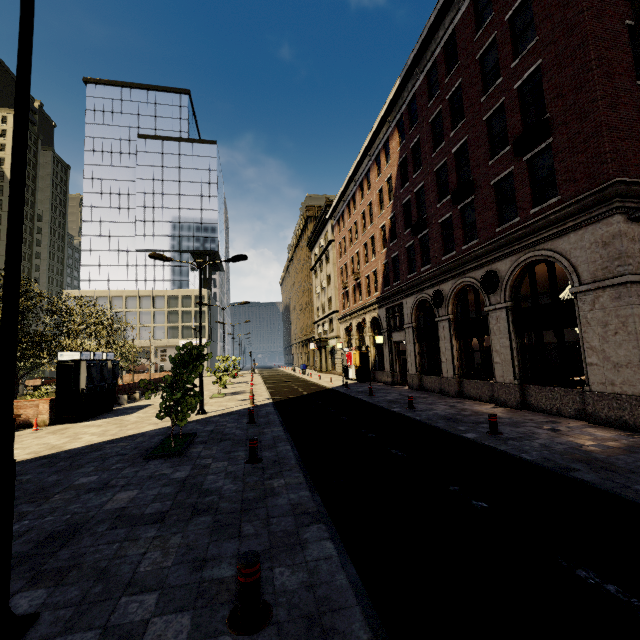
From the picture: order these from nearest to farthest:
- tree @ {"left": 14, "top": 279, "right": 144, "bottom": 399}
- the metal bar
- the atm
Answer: the metal bar, the atm, tree @ {"left": 14, "top": 279, "right": 144, "bottom": 399}

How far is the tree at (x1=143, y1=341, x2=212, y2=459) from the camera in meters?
9.3 m

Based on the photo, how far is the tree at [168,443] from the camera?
9.3 meters

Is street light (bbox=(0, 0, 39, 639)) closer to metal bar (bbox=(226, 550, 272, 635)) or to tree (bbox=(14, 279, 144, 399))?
metal bar (bbox=(226, 550, 272, 635))

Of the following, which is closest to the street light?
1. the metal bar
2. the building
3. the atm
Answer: the metal bar

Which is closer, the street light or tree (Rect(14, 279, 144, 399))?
the street light

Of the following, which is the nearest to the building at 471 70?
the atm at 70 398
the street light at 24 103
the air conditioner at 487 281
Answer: the air conditioner at 487 281

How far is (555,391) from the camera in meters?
11.4
